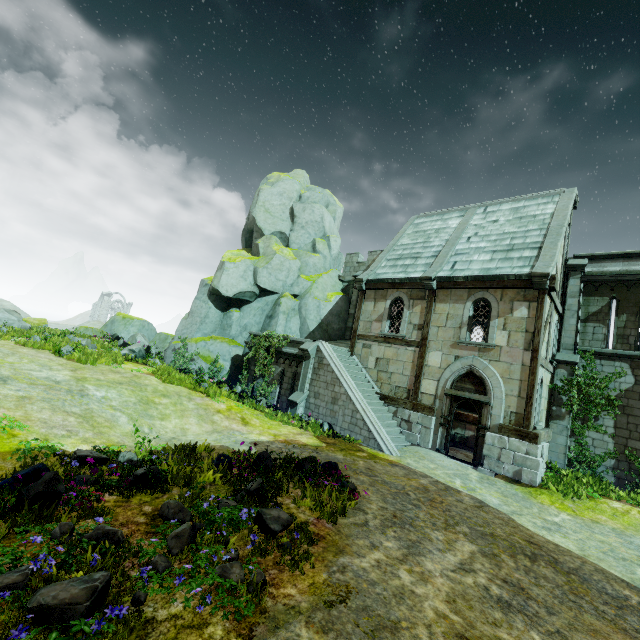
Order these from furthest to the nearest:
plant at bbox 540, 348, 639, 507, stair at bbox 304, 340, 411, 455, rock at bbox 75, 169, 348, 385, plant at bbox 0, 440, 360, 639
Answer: rock at bbox 75, 169, 348, 385 → stair at bbox 304, 340, 411, 455 → plant at bbox 540, 348, 639, 507 → plant at bbox 0, 440, 360, 639

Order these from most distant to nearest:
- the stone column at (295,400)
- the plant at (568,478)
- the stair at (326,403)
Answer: the stone column at (295,400) → the stair at (326,403) → the plant at (568,478)

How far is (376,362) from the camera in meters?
16.1

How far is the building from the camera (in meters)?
11.80

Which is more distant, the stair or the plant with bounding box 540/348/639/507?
the stair

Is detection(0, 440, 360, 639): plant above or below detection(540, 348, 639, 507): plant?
below

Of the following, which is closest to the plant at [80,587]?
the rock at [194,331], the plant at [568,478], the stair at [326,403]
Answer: the stair at [326,403]

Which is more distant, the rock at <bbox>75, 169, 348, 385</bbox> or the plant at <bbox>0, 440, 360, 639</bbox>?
the rock at <bbox>75, 169, 348, 385</bbox>
